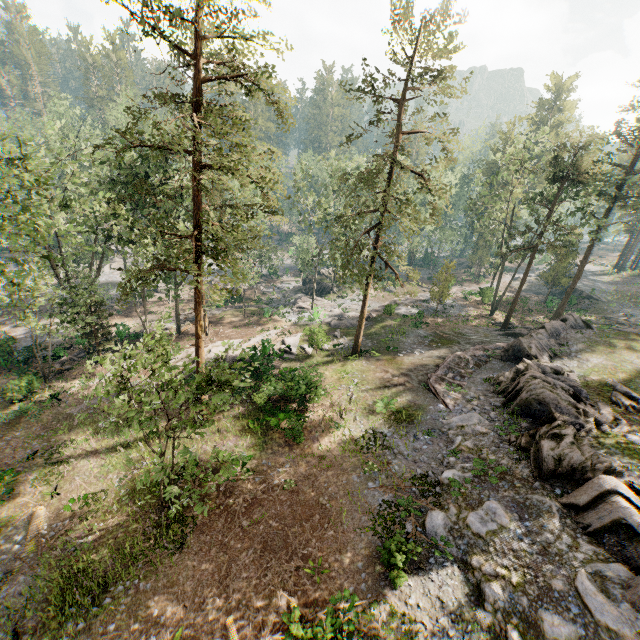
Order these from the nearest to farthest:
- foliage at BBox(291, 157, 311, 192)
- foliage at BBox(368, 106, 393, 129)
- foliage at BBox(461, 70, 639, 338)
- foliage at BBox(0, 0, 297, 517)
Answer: foliage at BBox(0, 0, 297, 517)
foliage at BBox(368, 106, 393, 129)
foliage at BBox(461, 70, 639, 338)
foliage at BBox(291, 157, 311, 192)

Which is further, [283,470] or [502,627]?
[283,470]

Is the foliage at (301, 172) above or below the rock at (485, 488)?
above

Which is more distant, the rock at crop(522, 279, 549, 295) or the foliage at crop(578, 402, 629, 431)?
the rock at crop(522, 279, 549, 295)

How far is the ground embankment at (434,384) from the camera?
20.84m

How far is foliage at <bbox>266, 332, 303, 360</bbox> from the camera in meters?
29.0 m

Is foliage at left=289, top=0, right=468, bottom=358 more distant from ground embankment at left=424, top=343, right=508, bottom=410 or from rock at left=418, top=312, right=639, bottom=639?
ground embankment at left=424, top=343, right=508, bottom=410
